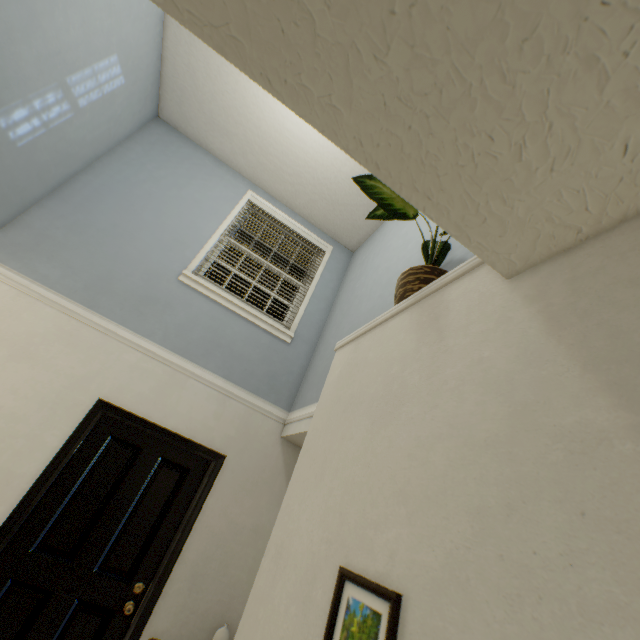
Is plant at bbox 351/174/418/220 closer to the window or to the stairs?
the stairs

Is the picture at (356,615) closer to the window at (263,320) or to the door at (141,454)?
the door at (141,454)

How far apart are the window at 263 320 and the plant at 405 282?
1.7m

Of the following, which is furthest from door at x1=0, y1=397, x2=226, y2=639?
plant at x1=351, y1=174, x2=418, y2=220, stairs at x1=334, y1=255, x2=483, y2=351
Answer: plant at x1=351, y1=174, x2=418, y2=220

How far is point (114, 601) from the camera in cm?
226

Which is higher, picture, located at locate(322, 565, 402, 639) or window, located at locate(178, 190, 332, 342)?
window, located at locate(178, 190, 332, 342)

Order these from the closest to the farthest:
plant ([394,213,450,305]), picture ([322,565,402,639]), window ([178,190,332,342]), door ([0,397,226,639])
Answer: picture ([322,565,402,639])
plant ([394,213,450,305])
door ([0,397,226,639])
window ([178,190,332,342])

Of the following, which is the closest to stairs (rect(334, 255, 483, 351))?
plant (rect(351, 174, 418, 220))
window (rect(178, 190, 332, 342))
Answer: plant (rect(351, 174, 418, 220))
